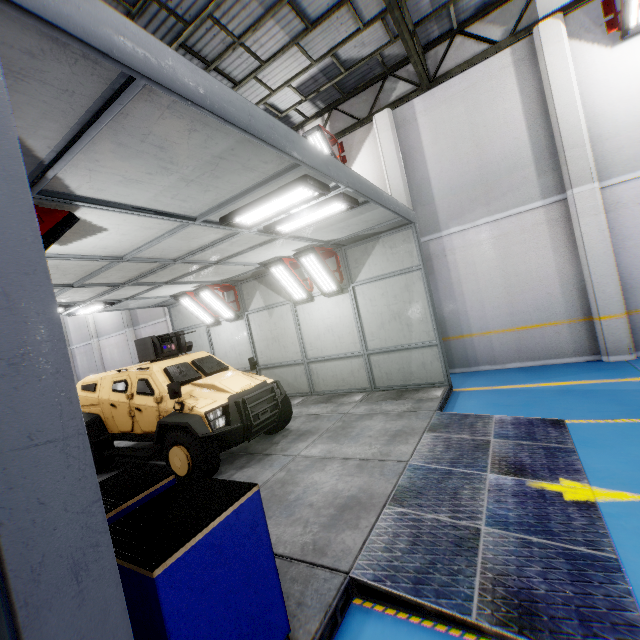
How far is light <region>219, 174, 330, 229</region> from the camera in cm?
407

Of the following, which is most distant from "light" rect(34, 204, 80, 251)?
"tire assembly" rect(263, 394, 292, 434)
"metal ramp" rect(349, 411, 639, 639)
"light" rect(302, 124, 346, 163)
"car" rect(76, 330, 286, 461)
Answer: "light" rect(302, 124, 346, 163)

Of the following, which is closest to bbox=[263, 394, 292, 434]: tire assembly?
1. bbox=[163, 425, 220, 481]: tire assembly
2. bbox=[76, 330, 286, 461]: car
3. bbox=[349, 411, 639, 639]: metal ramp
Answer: bbox=[76, 330, 286, 461]: car

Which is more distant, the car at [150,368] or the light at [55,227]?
the car at [150,368]

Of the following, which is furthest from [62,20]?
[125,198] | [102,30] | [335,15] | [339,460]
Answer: [335,15]

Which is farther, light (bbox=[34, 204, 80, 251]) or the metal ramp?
light (bbox=[34, 204, 80, 251])

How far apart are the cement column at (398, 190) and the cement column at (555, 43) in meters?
3.5

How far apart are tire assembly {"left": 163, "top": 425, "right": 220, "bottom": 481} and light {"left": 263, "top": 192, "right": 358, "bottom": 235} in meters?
3.5
